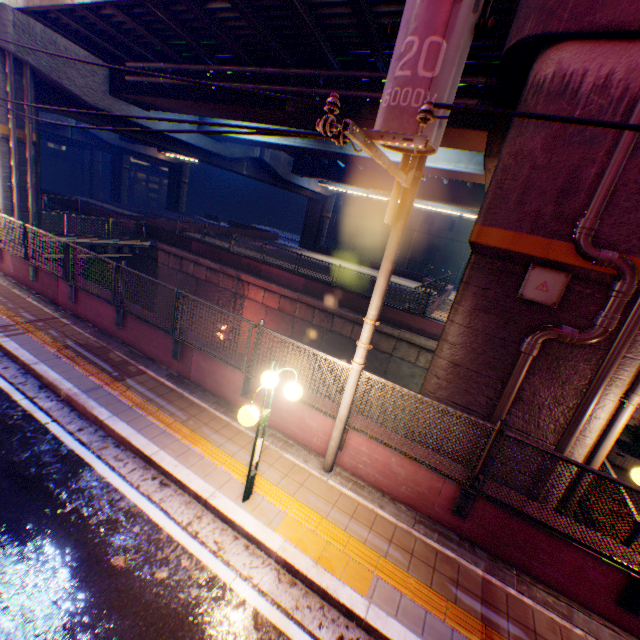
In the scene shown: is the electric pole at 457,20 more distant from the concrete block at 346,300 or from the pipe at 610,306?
the concrete block at 346,300

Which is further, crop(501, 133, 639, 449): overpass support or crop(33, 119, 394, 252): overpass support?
crop(33, 119, 394, 252): overpass support

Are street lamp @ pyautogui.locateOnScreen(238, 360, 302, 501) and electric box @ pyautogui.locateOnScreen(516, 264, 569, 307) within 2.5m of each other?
no

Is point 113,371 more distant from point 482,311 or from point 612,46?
point 612,46

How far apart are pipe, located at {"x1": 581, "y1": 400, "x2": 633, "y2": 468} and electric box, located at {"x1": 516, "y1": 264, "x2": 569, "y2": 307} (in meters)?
1.79

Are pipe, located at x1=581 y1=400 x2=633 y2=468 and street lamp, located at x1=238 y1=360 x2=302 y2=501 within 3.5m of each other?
no

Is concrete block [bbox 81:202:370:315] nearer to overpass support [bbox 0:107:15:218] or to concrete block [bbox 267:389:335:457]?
overpass support [bbox 0:107:15:218]

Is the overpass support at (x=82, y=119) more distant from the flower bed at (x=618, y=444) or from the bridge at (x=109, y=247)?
the flower bed at (x=618, y=444)
